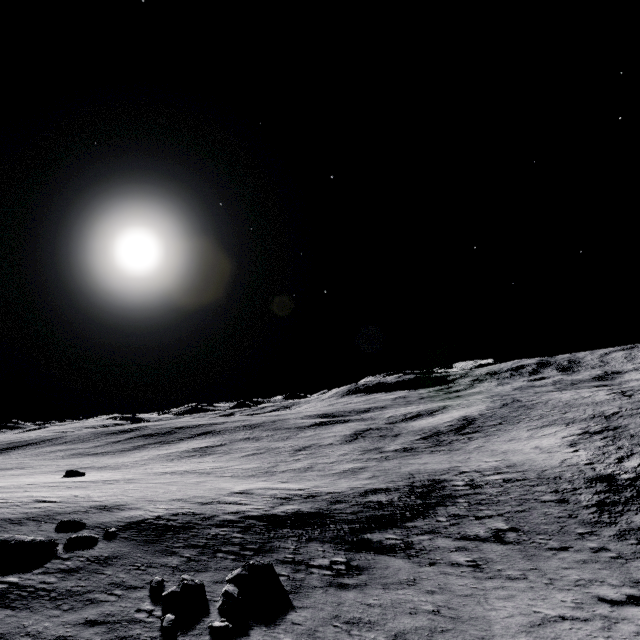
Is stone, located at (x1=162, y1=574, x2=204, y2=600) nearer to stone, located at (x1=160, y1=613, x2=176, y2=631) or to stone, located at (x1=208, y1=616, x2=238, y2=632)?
stone, located at (x1=160, y1=613, x2=176, y2=631)

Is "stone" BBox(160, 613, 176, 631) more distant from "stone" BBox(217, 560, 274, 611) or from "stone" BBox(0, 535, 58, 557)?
"stone" BBox(0, 535, 58, 557)

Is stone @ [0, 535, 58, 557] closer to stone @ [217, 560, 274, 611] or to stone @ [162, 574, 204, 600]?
stone @ [162, 574, 204, 600]

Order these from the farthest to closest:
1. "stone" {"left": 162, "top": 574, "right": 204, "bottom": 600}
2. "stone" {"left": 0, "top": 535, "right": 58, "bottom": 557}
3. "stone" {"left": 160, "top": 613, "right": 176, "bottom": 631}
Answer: "stone" {"left": 0, "top": 535, "right": 58, "bottom": 557} < "stone" {"left": 162, "top": 574, "right": 204, "bottom": 600} < "stone" {"left": 160, "top": 613, "right": 176, "bottom": 631}

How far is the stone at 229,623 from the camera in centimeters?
925cm

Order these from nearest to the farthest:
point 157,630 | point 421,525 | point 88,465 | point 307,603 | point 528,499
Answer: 1. point 157,630
2. point 307,603
3. point 421,525
4. point 528,499
5. point 88,465

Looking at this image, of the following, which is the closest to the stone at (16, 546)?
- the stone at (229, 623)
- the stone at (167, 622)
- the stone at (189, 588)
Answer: the stone at (189, 588)

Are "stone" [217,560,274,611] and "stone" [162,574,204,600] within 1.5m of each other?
yes
